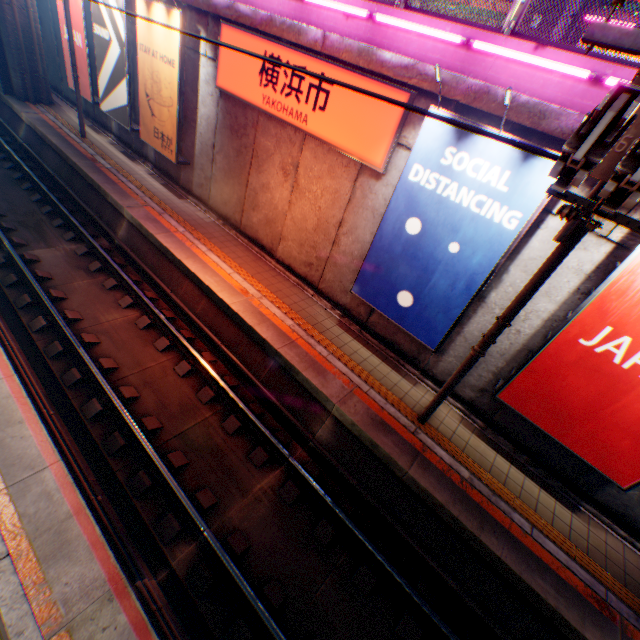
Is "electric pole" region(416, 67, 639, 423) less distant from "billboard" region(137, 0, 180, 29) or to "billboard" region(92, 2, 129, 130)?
"billboard" region(137, 0, 180, 29)

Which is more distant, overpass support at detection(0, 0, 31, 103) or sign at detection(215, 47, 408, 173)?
overpass support at detection(0, 0, 31, 103)

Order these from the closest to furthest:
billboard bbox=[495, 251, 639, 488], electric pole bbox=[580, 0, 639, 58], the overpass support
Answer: electric pole bbox=[580, 0, 639, 58], billboard bbox=[495, 251, 639, 488], the overpass support

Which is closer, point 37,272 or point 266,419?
point 266,419

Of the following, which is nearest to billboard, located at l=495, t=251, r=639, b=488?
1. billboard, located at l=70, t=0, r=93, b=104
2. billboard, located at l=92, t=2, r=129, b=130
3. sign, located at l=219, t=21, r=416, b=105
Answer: sign, located at l=219, t=21, r=416, b=105

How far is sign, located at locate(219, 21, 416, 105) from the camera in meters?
6.9

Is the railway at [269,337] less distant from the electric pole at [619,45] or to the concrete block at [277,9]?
the electric pole at [619,45]

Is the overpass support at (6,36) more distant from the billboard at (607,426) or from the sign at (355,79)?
Answer: the sign at (355,79)
